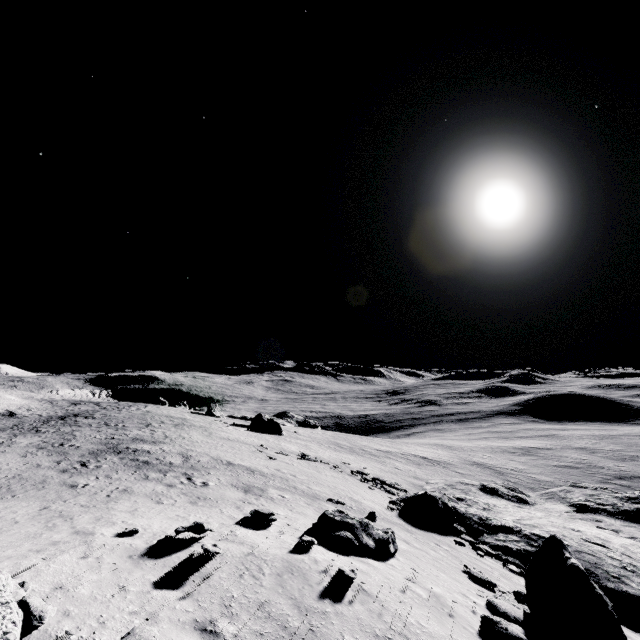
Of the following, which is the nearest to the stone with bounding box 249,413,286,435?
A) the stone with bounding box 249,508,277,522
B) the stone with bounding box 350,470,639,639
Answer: the stone with bounding box 350,470,639,639

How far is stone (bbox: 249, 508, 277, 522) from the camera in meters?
12.0

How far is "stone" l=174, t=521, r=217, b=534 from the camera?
9.1m

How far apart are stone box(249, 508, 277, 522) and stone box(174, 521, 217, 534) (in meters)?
2.70

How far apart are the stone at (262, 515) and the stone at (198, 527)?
2.70m

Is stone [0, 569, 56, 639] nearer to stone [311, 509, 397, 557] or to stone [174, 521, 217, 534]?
stone [174, 521, 217, 534]

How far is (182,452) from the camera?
25.83m

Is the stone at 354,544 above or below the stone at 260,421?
above
